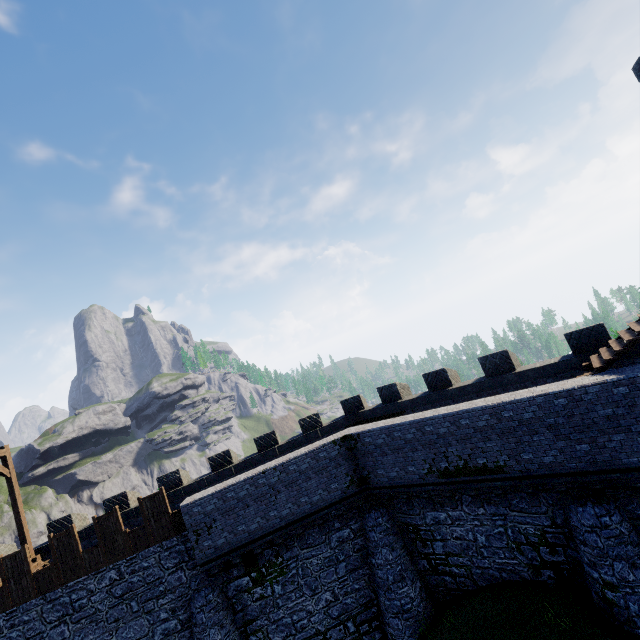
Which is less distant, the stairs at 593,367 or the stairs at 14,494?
the stairs at 593,367

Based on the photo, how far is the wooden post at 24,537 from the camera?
16.3m

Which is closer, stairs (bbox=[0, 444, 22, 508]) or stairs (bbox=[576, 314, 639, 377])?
stairs (bbox=[576, 314, 639, 377])

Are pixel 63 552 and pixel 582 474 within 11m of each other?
no

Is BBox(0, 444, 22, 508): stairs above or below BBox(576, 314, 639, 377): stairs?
above

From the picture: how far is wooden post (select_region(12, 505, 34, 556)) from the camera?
16.30m

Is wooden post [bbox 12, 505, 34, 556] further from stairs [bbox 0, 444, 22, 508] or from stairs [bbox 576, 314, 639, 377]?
stairs [bbox 576, 314, 639, 377]

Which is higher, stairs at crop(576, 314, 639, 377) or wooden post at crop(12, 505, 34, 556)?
wooden post at crop(12, 505, 34, 556)
